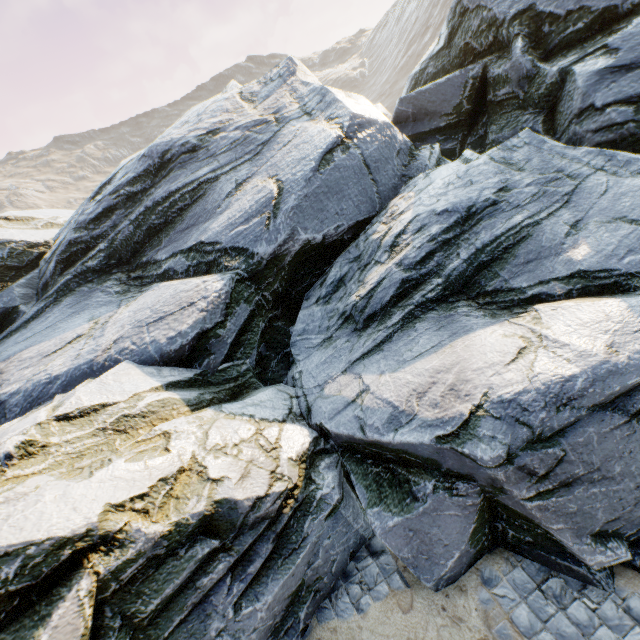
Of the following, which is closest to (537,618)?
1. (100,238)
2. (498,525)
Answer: (498,525)
